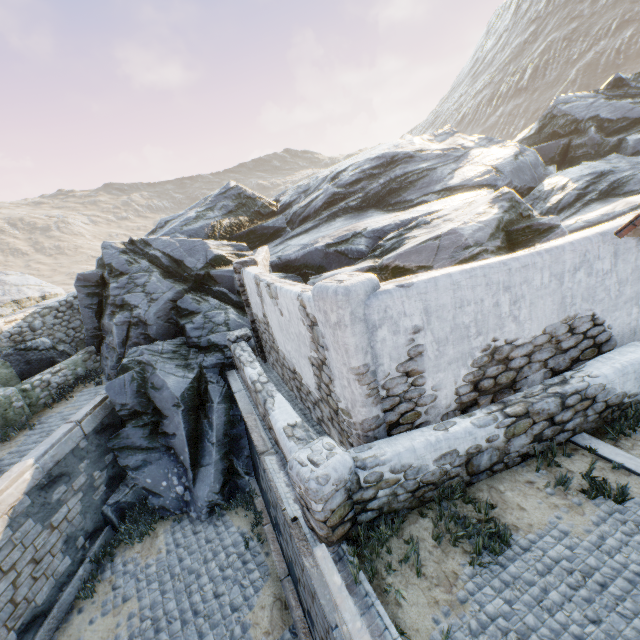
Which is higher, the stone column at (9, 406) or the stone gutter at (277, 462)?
the stone column at (9, 406)

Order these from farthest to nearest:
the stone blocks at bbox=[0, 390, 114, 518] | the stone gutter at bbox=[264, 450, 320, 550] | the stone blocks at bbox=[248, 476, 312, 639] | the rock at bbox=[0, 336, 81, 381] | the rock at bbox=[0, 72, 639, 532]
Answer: the rock at bbox=[0, 336, 81, 381], the rock at bbox=[0, 72, 639, 532], the stone blocks at bbox=[0, 390, 114, 518], the stone blocks at bbox=[248, 476, 312, 639], the stone gutter at bbox=[264, 450, 320, 550]

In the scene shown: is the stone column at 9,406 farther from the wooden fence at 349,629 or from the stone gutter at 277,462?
the wooden fence at 349,629

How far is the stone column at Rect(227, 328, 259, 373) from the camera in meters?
9.5 m

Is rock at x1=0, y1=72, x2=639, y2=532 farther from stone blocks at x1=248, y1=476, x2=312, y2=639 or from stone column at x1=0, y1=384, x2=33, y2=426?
stone column at x1=0, y1=384, x2=33, y2=426

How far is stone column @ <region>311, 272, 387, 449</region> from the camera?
3.93m

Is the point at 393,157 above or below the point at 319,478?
above

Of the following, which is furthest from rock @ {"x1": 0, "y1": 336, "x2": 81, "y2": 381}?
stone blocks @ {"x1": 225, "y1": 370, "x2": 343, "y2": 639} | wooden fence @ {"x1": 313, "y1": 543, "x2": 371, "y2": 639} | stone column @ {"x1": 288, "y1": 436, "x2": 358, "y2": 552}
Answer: wooden fence @ {"x1": 313, "y1": 543, "x2": 371, "y2": 639}
